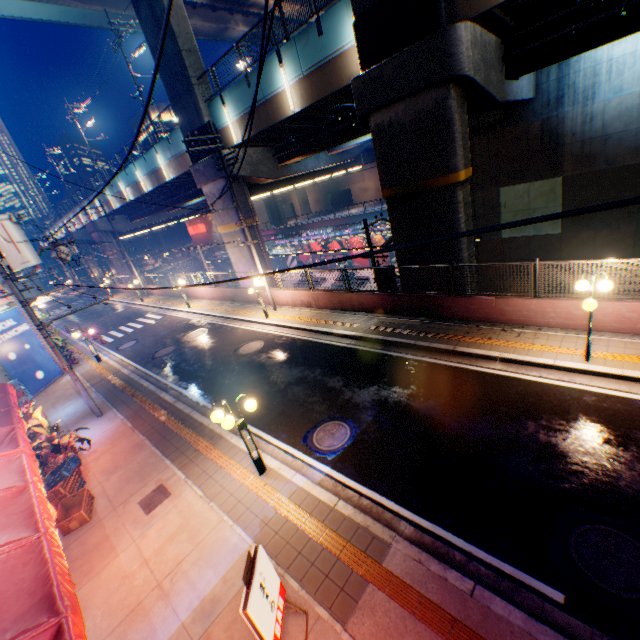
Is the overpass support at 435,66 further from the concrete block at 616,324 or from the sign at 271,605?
the sign at 271,605

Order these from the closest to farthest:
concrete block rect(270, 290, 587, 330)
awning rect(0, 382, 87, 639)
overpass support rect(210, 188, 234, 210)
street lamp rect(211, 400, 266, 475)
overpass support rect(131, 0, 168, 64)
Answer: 1. awning rect(0, 382, 87, 639)
2. street lamp rect(211, 400, 266, 475)
3. concrete block rect(270, 290, 587, 330)
4. overpass support rect(131, 0, 168, 64)
5. overpass support rect(210, 188, 234, 210)

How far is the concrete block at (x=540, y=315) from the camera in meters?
9.9

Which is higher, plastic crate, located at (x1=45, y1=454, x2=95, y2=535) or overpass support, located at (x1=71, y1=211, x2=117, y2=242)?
overpass support, located at (x1=71, y1=211, x2=117, y2=242)

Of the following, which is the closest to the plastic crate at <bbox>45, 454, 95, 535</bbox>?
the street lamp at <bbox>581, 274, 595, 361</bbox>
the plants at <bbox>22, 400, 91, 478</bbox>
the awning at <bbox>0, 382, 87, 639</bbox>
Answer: the plants at <bbox>22, 400, 91, 478</bbox>

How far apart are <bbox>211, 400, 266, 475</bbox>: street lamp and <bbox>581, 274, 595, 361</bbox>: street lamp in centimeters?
812cm

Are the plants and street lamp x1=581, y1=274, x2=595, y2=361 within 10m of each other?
no

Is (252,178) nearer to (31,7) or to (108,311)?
(31,7)
